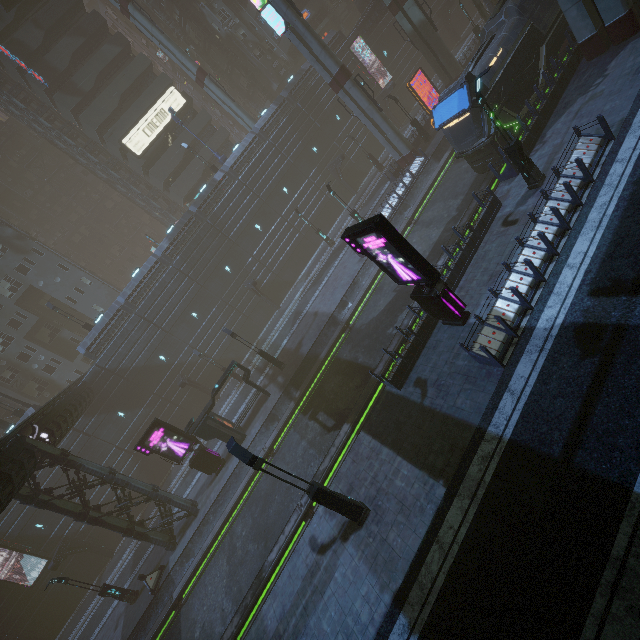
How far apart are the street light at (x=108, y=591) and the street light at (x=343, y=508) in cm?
2001

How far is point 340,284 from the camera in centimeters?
2692cm

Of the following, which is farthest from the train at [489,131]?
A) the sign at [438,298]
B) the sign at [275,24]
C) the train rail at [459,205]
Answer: the sign at [275,24]

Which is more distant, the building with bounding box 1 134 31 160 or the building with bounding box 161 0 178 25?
the building with bounding box 1 134 31 160

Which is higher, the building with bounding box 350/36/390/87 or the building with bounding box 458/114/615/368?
the building with bounding box 350/36/390/87

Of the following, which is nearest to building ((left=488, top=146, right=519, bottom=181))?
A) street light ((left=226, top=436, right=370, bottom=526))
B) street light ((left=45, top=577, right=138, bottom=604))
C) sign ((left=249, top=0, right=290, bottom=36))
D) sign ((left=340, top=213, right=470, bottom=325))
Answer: sign ((left=249, top=0, right=290, bottom=36))

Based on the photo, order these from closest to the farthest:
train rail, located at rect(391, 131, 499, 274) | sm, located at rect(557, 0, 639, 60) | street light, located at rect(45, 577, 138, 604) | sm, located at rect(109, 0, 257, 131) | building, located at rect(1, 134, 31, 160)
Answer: sm, located at rect(557, 0, 639, 60)
train rail, located at rect(391, 131, 499, 274)
street light, located at rect(45, 577, 138, 604)
sm, located at rect(109, 0, 257, 131)
building, located at rect(1, 134, 31, 160)

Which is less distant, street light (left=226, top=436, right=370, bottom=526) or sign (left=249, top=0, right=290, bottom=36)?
street light (left=226, top=436, right=370, bottom=526)
